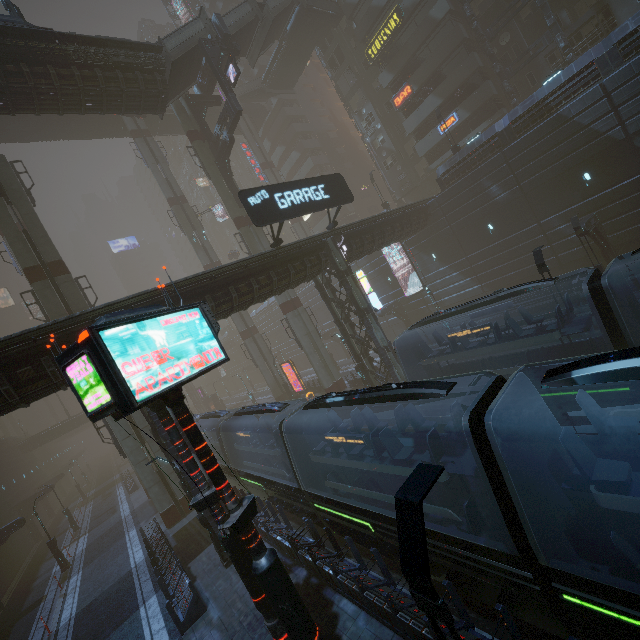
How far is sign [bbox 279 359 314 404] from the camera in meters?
33.3

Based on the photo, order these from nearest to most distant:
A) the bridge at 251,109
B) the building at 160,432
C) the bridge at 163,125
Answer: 1. the building at 160,432
2. the bridge at 163,125
3. the bridge at 251,109

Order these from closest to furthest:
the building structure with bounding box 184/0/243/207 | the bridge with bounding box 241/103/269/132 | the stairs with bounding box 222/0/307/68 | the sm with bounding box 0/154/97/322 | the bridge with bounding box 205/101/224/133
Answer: the sm with bounding box 0/154/97/322 < the building structure with bounding box 184/0/243/207 < the stairs with bounding box 222/0/307/68 < the bridge with bounding box 205/101/224/133 < the bridge with bounding box 241/103/269/132

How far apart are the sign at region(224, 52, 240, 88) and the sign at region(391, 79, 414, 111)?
20.2 meters

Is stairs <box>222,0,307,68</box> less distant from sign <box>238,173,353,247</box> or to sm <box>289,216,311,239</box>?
sm <box>289,216,311,239</box>

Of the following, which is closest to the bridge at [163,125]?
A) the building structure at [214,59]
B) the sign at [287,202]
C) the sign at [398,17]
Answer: the building structure at [214,59]

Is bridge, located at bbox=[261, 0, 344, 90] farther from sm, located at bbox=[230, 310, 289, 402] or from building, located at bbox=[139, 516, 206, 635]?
sm, located at bbox=[230, 310, 289, 402]

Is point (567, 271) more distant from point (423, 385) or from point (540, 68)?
point (423, 385)
